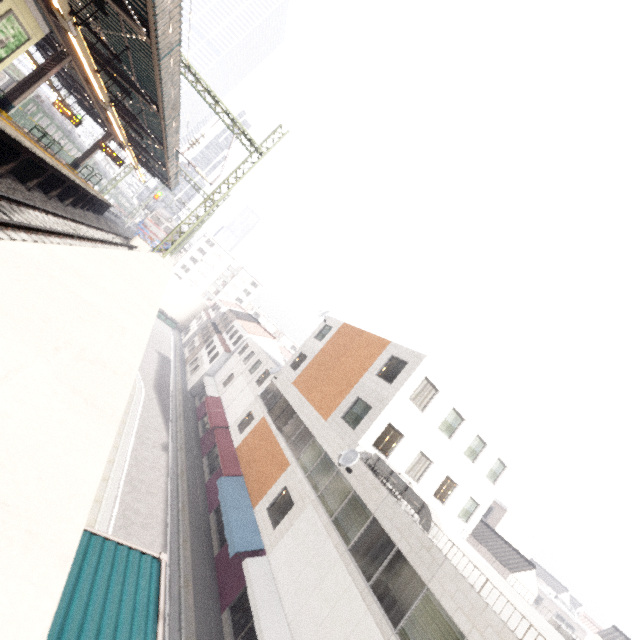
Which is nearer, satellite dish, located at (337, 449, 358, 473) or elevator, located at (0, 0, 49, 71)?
elevator, located at (0, 0, 49, 71)

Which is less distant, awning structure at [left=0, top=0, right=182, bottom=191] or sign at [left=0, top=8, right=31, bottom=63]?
awning structure at [left=0, top=0, right=182, bottom=191]

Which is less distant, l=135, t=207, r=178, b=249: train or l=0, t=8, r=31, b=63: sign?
l=0, t=8, r=31, b=63: sign

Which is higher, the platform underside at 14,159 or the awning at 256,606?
the platform underside at 14,159

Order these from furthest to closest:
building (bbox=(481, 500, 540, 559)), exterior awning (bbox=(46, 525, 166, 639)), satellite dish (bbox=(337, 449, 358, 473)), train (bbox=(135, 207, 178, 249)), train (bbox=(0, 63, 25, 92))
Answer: Result: train (bbox=(135, 207, 178, 249)) < building (bbox=(481, 500, 540, 559)) < train (bbox=(0, 63, 25, 92)) < satellite dish (bbox=(337, 449, 358, 473)) < exterior awning (bbox=(46, 525, 166, 639))

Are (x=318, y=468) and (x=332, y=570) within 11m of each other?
yes

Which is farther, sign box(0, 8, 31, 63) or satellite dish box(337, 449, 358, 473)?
satellite dish box(337, 449, 358, 473)

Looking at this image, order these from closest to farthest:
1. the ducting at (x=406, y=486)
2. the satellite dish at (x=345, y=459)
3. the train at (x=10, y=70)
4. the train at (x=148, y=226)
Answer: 1. the ducting at (x=406, y=486)
2. the satellite dish at (x=345, y=459)
3. the train at (x=10, y=70)
4. the train at (x=148, y=226)
